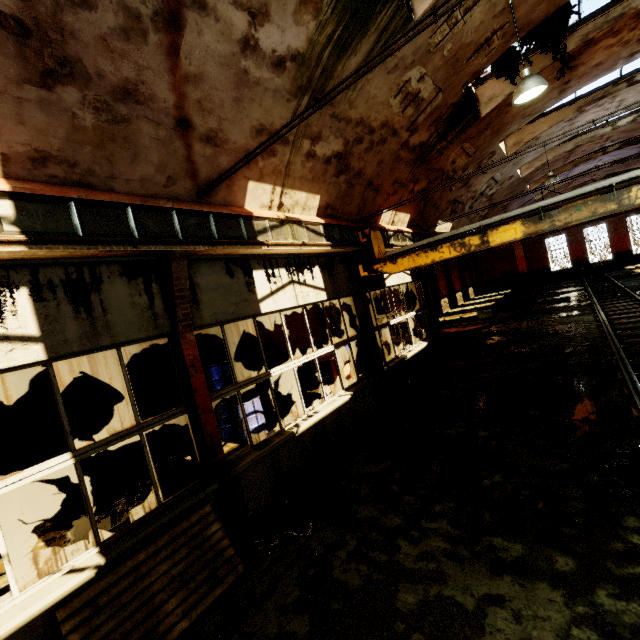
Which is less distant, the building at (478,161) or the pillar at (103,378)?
the building at (478,161)

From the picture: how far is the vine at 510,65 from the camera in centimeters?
697cm

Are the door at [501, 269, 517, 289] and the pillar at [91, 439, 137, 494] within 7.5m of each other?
no

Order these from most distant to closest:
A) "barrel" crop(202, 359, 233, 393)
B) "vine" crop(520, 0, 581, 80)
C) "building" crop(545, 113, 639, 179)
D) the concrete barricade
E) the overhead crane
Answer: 1. "building" crop(545, 113, 639, 179)
2. the concrete barricade
3. "barrel" crop(202, 359, 233, 393)
4. "vine" crop(520, 0, 581, 80)
5. the overhead crane

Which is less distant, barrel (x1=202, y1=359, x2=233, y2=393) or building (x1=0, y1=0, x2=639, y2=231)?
building (x1=0, y1=0, x2=639, y2=231)

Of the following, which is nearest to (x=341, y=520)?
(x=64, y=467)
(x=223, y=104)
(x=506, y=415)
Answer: (x=506, y=415)

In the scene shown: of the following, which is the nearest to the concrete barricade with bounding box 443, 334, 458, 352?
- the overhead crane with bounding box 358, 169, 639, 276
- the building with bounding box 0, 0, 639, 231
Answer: the building with bounding box 0, 0, 639, 231

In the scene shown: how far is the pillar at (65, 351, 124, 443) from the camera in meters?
7.4 m
